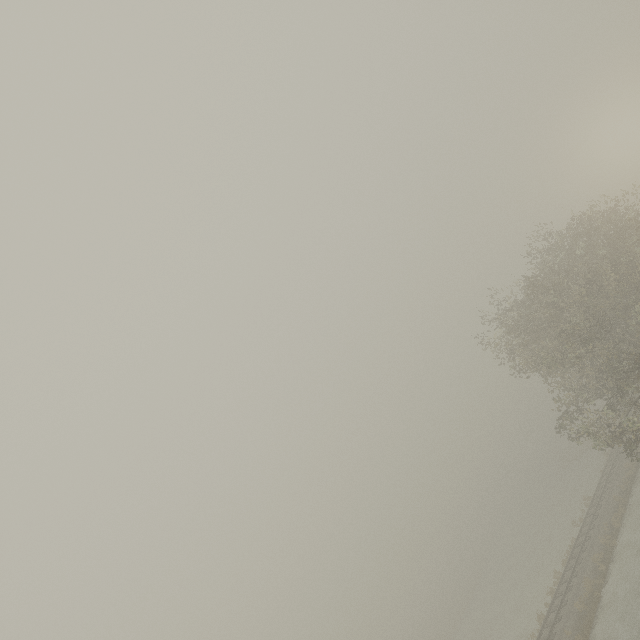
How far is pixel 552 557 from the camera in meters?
35.6
